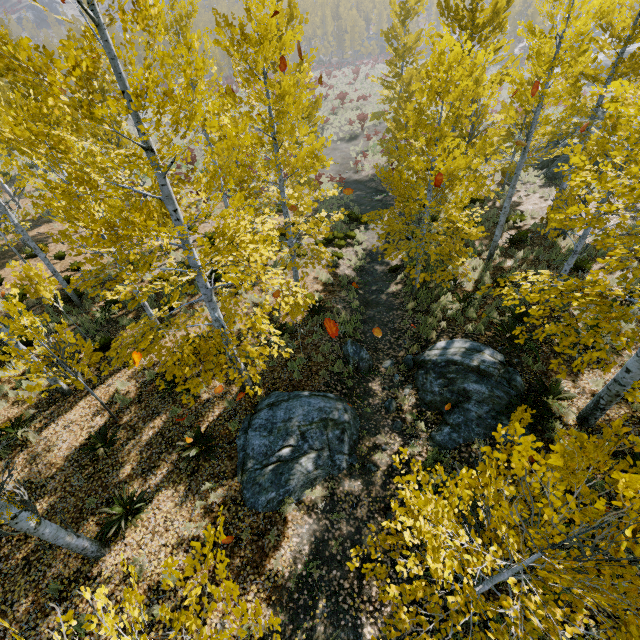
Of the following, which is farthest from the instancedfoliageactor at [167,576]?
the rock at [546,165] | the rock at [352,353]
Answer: the rock at [546,165]

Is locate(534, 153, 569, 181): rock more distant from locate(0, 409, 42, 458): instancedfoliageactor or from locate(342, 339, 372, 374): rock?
locate(342, 339, 372, 374): rock

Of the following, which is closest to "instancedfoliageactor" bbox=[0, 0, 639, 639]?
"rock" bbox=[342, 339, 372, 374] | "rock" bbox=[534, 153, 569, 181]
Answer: "rock" bbox=[342, 339, 372, 374]

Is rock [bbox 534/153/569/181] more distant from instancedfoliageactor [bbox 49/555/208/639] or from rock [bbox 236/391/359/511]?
rock [bbox 236/391/359/511]

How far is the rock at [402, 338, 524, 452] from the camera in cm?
758

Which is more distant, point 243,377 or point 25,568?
point 243,377

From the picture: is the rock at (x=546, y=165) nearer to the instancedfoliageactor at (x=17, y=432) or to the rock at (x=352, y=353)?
the instancedfoliageactor at (x=17, y=432)
